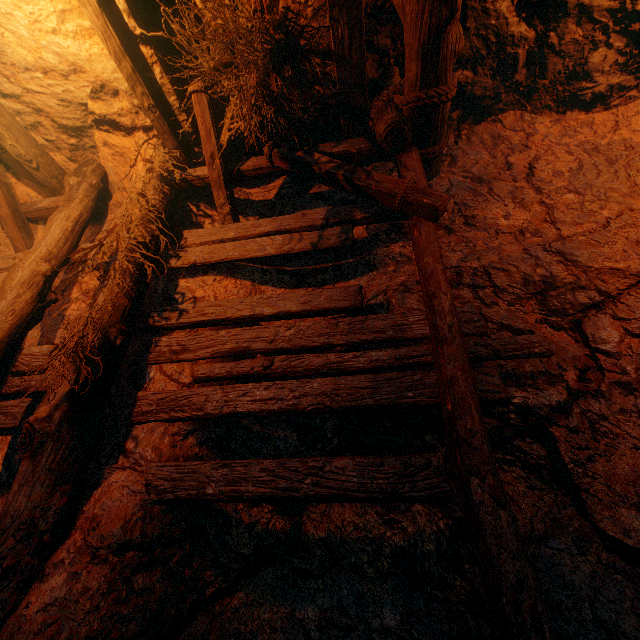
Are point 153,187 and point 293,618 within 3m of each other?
no
